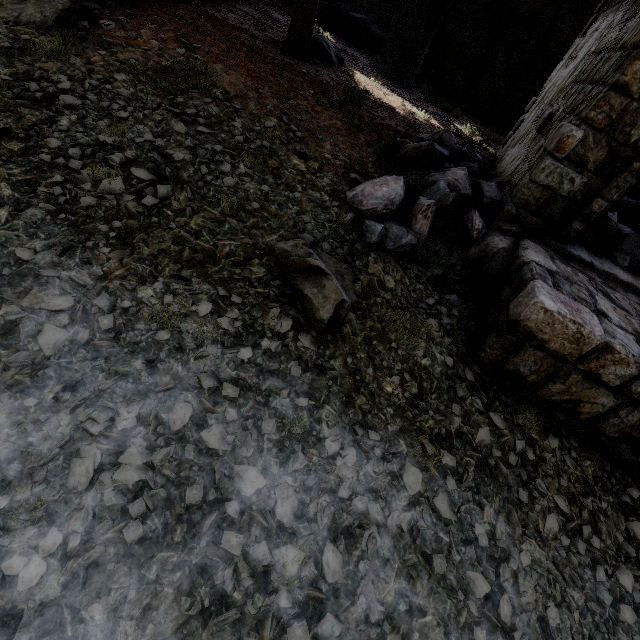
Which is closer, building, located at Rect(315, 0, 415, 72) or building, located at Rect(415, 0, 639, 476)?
building, located at Rect(415, 0, 639, 476)

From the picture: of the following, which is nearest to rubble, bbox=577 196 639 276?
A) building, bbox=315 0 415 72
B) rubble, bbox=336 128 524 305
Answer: building, bbox=315 0 415 72

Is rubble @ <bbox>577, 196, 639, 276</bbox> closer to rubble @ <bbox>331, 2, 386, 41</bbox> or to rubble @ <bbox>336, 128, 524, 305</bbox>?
rubble @ <bbox>336, 128, 524, 305</bbox>

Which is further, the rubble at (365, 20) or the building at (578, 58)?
the rubble at (365, 20)

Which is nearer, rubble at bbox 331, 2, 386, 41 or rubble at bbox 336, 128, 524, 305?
rubble at bbox 336, 128, 524, 305

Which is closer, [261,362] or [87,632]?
[87,632]

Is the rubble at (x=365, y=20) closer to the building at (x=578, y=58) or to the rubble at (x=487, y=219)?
the building at (x=578, y=58)

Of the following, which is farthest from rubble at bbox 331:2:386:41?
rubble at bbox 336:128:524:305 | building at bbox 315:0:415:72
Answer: rubble at bbox 336:128:524:305
